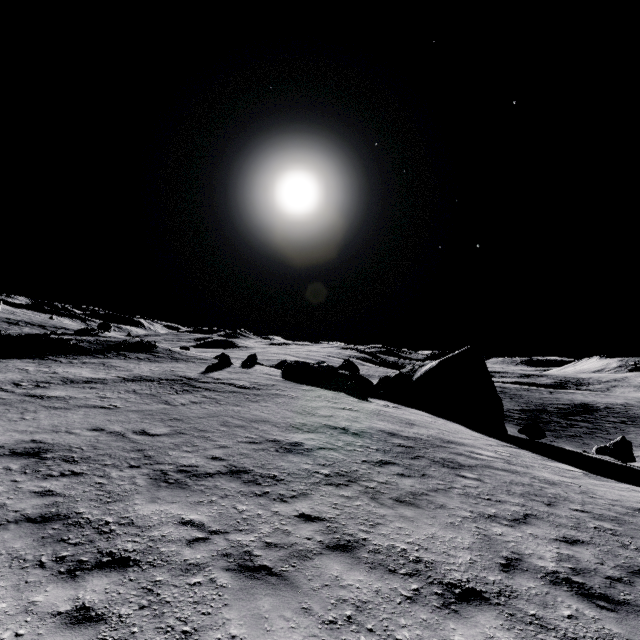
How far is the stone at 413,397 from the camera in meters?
Answer: 24.6 m

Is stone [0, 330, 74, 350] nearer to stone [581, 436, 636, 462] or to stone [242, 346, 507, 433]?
stone [242, 346, 507, 433]

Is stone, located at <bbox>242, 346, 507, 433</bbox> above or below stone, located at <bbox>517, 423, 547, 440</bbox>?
above

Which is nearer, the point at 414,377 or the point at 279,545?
the point at 279,545

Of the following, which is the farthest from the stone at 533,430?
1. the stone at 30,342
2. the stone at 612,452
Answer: the stone at 30,342

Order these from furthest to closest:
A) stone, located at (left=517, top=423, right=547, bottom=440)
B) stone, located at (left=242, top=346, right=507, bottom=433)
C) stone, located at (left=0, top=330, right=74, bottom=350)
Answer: stone, located at (left=0, top=330, right=74, bottom=350)
stone, located at (left=242, top=346, right=507, bottom=433)
stone, located at (left=517, top=423, right=547, bottom=440)

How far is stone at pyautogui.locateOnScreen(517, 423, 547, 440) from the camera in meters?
20.9
